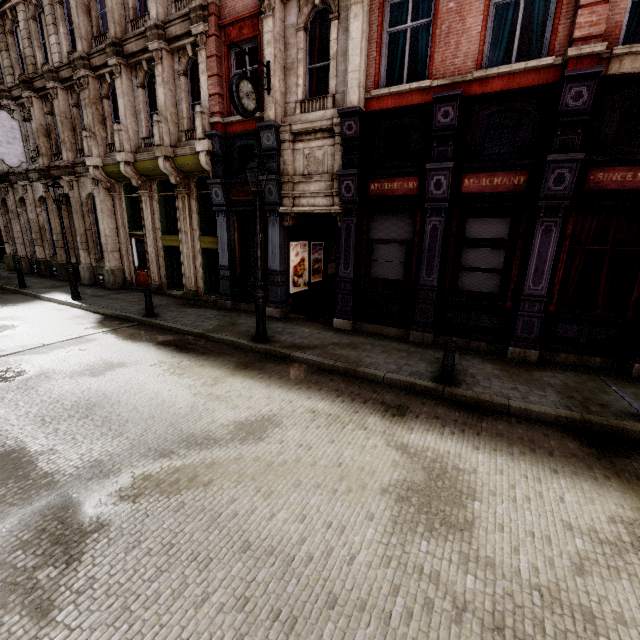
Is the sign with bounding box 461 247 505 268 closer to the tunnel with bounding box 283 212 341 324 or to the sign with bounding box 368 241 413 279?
the sign with bounding box 368 241 413 279

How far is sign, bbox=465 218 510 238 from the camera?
8.03m

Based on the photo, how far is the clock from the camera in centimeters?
852cm

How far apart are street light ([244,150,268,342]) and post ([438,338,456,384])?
4.7m

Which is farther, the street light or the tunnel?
the tunnel

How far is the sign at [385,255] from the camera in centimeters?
941cm

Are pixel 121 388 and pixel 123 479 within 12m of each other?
yes

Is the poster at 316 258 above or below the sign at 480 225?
below
